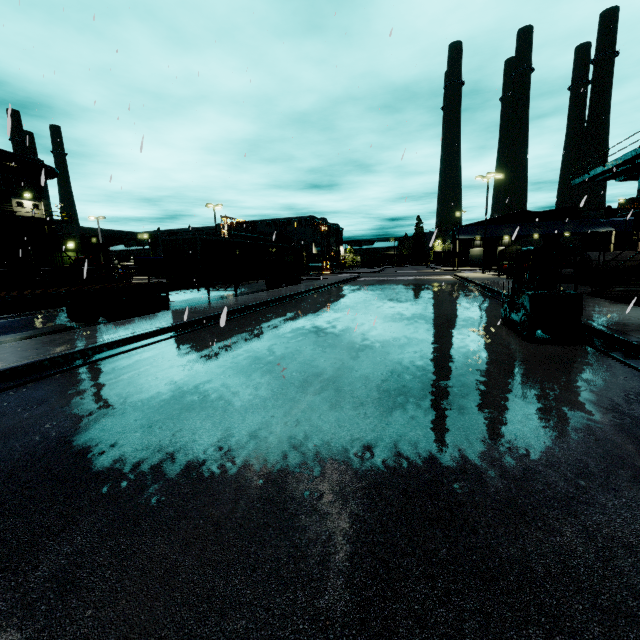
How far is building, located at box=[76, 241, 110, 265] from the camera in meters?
34.5 m

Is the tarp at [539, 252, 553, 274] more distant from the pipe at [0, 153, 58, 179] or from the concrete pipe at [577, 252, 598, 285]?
the pipe at [0, 153, 58, 179]

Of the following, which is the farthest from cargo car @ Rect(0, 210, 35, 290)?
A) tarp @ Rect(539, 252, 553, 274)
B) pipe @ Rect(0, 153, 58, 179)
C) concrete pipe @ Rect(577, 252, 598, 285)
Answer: concrete pipe @ Rect(577, 252, 598, 285)

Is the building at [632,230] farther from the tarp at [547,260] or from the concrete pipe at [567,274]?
the tarp at [547,260]

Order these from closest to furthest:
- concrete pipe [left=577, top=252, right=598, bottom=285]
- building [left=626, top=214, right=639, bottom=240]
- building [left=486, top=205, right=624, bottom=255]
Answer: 1. concrete pipe [left=577, top=252, right=598, bottom=285]
2. building [left=626, top=214, right=639, bottom=240]
3. building [left=486, top=205, right=624, bottom=255]

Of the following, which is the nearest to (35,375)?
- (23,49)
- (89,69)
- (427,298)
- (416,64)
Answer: (416,64)

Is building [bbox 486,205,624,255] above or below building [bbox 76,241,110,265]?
above

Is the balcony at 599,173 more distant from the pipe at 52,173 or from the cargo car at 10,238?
the pipe at 52,173
